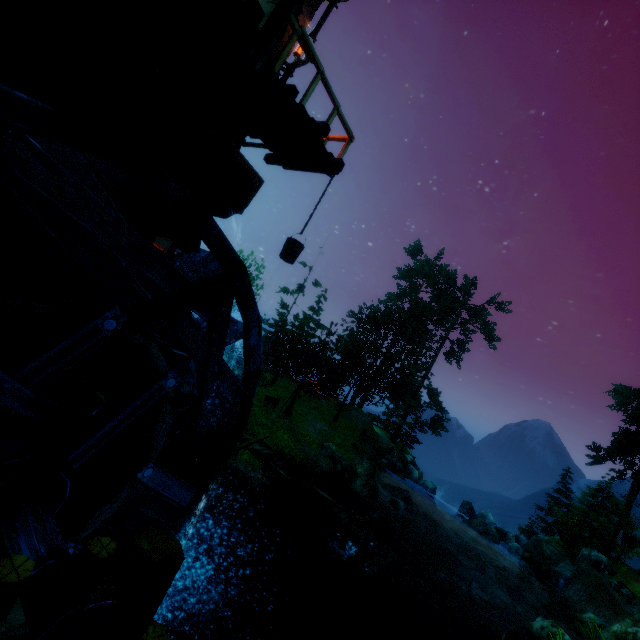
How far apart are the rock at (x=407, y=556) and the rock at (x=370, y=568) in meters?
2.6 m

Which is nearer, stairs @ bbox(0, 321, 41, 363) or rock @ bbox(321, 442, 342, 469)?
stairs @ bbox(0, 321, 41, 363)

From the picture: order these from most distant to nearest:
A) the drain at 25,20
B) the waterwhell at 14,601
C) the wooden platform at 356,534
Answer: the wooden platform at 356,534 → the drain at 25,20 → the waterwhell at 14,601

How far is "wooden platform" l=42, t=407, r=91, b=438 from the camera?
5.16m

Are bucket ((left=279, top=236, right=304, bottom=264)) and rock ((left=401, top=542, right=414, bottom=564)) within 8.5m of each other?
no

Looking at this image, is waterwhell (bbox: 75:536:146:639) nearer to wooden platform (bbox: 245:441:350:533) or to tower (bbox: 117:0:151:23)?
tower (bbox: 117:0:151:23)

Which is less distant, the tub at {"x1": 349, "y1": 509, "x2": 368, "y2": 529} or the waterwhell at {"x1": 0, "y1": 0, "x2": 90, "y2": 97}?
the waterwhell at {"x1": 0, "y1": 0, "x2": 90, "y2": 97}

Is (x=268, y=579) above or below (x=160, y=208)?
below
